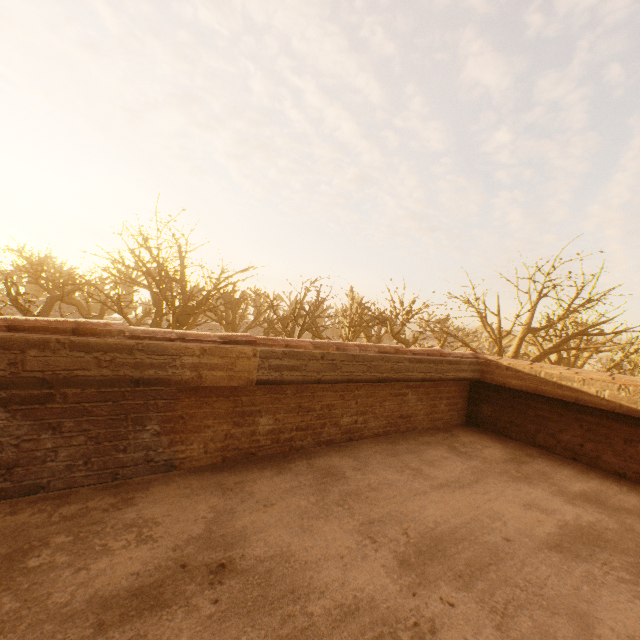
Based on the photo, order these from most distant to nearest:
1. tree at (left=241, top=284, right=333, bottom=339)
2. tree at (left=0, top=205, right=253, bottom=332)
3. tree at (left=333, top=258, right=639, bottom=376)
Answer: tree at (left=241, top=284, right=333, bottom=339)
tree at (left=0, top=205, right=253, bottom=332)
tree at (left=333, top=258, right=639, bottom=376)

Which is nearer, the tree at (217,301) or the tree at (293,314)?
the tree at (217,301)

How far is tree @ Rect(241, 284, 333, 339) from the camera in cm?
1842

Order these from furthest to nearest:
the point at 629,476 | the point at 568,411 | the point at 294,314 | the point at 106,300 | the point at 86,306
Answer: the point at 86,306 < the point at 106,300 < the point at 294,314 < the point at 568,411 < the point at 629,476

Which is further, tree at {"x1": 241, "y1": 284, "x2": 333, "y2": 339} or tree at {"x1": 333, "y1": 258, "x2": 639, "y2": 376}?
tree at {"x1": 241, "y1": 284, "x2": 333, "y2": 339}

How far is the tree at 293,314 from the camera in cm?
1842
